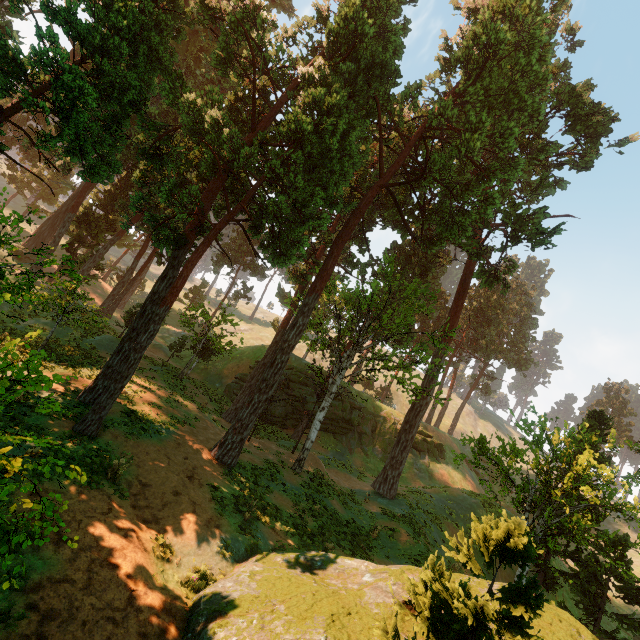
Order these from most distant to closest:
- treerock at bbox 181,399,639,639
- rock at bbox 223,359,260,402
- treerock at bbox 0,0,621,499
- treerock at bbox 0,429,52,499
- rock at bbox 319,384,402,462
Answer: rock at bbox 319,384,402,462 < rock at bbox 223,359,260,402 < treerock at bbox 0,0,621,499 < treerock at bbox 181,399,639,639 < treerock at bbox 0,429,52,499

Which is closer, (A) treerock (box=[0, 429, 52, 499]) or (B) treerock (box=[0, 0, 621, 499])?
(A) treerock (box=[0, 429, 52, 499])

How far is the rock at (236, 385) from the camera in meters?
35.5

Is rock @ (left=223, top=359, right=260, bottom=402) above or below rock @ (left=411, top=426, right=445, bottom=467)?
below

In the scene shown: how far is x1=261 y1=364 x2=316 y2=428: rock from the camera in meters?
34.7 m

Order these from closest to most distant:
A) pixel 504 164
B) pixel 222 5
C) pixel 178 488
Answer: pixel 178 488, pixel 222 5, pixel 504 164

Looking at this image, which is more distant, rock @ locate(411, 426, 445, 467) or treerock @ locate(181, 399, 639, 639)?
rock @ locate(411, 426, 445, 467)
